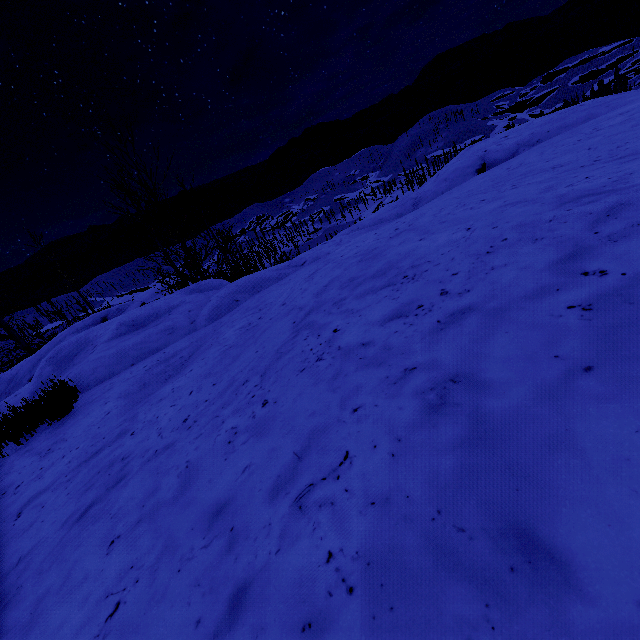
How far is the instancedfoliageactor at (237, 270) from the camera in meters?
11.7

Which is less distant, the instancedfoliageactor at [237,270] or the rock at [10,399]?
the rock at [10,399]

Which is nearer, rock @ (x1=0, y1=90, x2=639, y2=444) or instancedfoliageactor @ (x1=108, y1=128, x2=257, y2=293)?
rock @ (x1=0, y1=90, x2=639, y2=444)

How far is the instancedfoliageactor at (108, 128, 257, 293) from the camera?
11.68m

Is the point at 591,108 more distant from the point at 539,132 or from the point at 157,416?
the point at 157,416
